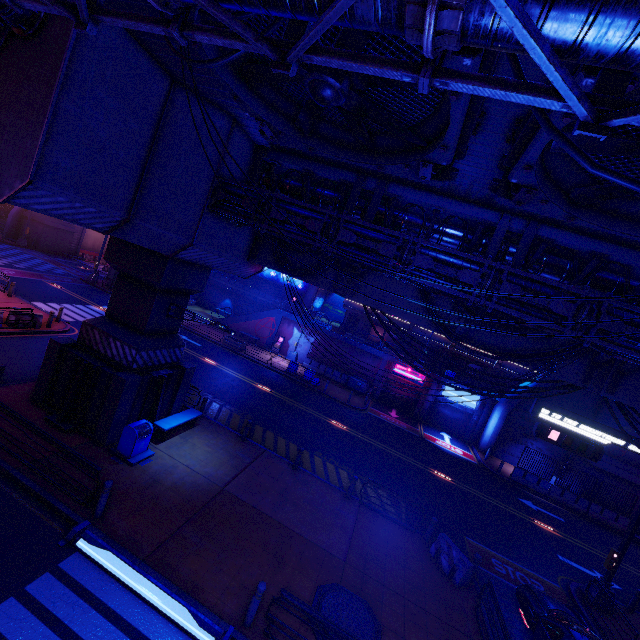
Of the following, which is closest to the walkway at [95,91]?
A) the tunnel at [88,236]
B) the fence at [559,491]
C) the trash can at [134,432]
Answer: the trash can at [134,432]

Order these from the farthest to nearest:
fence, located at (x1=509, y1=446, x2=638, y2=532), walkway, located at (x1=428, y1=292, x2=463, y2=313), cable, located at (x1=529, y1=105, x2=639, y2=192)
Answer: fence, located at (x1=509, y1=446, x2=638, y2=532)
walkway, located at (x1=428, y1=292, x2=463, y2=313)
cable, located at (x1=529, y1=105, x2=639, y2=192)

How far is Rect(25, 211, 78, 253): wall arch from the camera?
42.4 meters

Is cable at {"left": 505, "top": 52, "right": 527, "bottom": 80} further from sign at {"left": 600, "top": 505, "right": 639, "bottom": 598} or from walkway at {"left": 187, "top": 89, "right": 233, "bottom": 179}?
sign at {"left": 600, "top": 505, "right": 639, "bottom": 598}

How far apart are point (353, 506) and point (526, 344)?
9.8m

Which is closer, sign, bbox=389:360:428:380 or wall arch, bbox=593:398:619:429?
wall arch, bbox=593:398:619:429

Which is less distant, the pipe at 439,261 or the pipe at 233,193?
the pipe at 439,261

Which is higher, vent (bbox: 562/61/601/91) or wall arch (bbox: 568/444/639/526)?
vent (bbox: 562/61/601/91)
